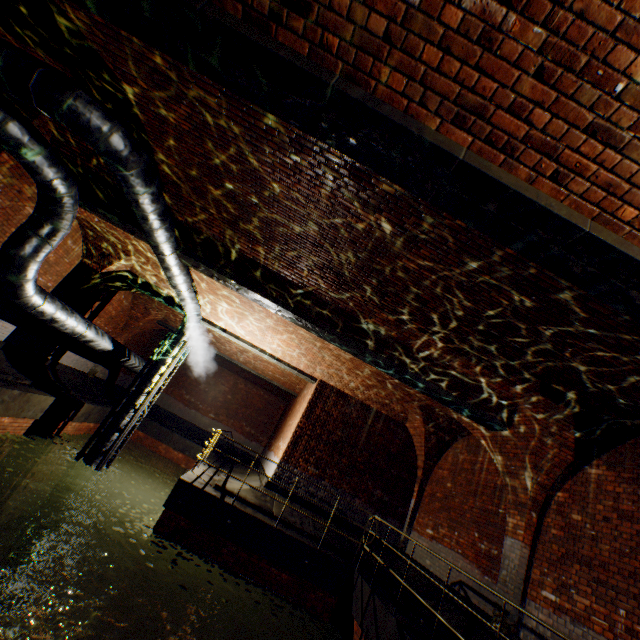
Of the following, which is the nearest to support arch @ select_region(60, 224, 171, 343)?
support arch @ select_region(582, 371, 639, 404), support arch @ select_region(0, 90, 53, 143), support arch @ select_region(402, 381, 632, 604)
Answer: support arch @ select_region(0, 90, 53, 143)

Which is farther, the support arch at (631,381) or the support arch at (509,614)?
the support arch at (509,614)

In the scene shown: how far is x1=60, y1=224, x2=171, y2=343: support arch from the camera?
10.55m

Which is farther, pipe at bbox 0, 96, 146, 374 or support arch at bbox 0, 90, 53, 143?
support arch at bbox 0, 90, 53, 143

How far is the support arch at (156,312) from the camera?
10.5 meters

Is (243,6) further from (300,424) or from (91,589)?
(91,589)

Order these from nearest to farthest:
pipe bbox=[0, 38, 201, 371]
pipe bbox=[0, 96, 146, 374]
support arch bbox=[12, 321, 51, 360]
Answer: pipe bbox=[0, 38, 201, 371]
pipe bbox=[0, 96, 146, 374]
support arch bbox=[12, 321, 51, 360]

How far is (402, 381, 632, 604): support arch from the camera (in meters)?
6.27
